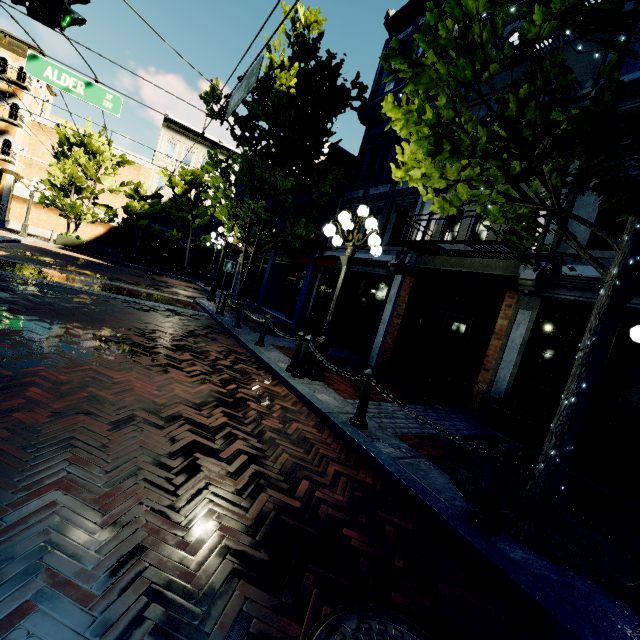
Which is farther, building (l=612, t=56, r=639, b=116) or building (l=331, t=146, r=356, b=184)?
building (l=331, t=146, r=356, b=184)

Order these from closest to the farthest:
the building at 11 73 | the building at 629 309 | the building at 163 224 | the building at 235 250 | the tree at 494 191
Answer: the tree at 494 191 < the building at 629 309 < the building at 11 73 < the building at 235 250 < the building at 163 224

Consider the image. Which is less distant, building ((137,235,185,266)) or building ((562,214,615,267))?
building ((562,214,615,267))

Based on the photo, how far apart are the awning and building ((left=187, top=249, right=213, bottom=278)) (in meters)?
23.43

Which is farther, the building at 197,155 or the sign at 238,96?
the building at 197,155

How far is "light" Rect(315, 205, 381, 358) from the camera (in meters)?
6.11

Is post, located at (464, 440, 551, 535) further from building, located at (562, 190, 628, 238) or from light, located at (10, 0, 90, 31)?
light, located at (10, 0, 90, 31)

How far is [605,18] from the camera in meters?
4.2
